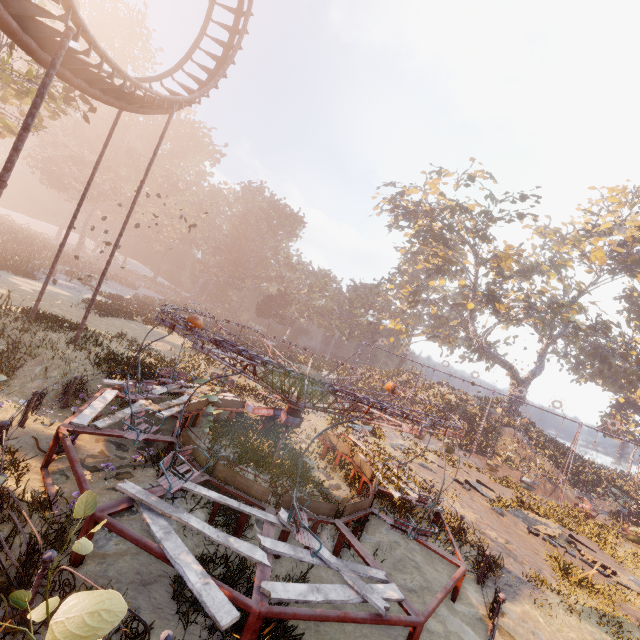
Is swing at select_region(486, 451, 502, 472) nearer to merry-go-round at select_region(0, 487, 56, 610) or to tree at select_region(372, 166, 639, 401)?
tree at select_region(372, 166, 639, 401)

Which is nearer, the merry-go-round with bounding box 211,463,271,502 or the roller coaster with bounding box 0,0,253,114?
the roller coaster with bounding box 0,0,253,114

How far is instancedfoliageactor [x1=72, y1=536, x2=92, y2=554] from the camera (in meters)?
2.52

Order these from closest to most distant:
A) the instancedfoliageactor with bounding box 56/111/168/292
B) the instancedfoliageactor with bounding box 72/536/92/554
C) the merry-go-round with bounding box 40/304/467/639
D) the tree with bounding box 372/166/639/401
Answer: the instancedfoliageactor with bounding box 72/536/92/554 < the merry-go-round with bounding box 40/304/467/639 < the tree with bounding box 372/166/639/401 < the instancedfoliageactor with bounding box 56/111/168/292

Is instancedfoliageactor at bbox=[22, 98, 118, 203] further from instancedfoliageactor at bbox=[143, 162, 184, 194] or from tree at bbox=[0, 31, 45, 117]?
tree at bbox=[0, 31, 45, 117]

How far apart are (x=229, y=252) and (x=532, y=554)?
57.4m

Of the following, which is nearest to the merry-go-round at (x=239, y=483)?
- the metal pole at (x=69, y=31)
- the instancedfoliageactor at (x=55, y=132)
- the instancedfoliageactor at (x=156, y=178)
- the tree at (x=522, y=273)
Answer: the metal pole at (x=69, y=31)

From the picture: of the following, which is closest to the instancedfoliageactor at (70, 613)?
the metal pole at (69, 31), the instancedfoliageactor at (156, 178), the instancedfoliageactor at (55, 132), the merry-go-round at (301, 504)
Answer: the merry-go-round at (301, 504)
